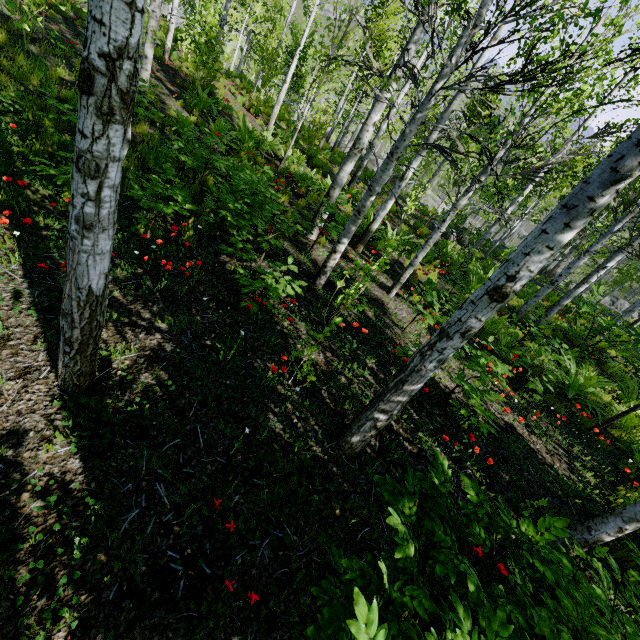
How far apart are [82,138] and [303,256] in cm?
502

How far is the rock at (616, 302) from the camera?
25.77m

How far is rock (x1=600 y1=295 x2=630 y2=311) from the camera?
25.8 meters
